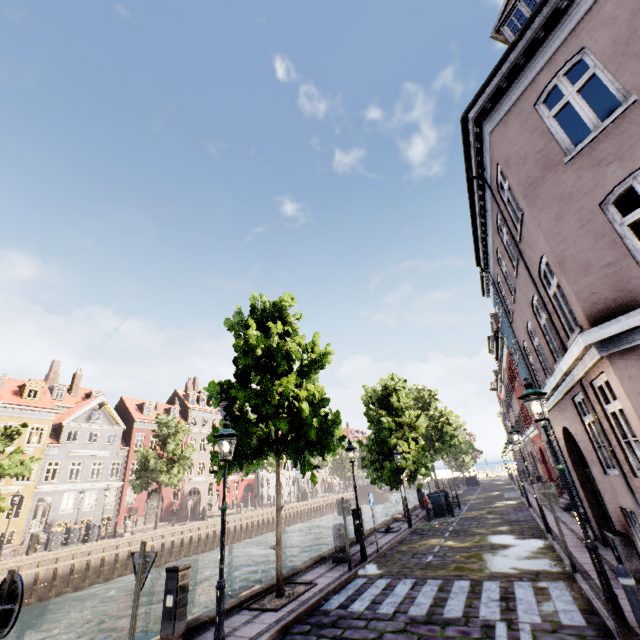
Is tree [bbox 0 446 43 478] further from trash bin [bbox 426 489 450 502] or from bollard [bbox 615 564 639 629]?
bollard [bbox 615 564 639 629]

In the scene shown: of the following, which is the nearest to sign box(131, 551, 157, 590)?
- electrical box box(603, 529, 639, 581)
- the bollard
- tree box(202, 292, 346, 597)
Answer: tree box(202, 292, 346, 597)

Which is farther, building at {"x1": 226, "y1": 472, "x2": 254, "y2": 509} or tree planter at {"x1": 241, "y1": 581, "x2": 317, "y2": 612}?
building at {"x1": 226, "y1": 472, "x2": 254, "y2": 509}

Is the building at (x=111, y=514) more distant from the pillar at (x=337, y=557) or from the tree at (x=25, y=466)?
the pillar at (x=337, y=557)

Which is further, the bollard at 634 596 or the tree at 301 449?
the tree at 301 449

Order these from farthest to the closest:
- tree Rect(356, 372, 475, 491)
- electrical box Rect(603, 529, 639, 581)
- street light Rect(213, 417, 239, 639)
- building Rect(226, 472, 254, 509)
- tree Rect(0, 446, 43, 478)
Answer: building Rect(226, 472, 254, 509) → tree Rect(356, 372, 475, 491) → tree Rect(0, 446, 43, 478) → electrical box Rect(603, 529, 639, 581) → street light Rect(213, 417, 239, 639)

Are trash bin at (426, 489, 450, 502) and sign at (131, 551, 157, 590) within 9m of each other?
no

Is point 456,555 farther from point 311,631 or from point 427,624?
point 311,631
